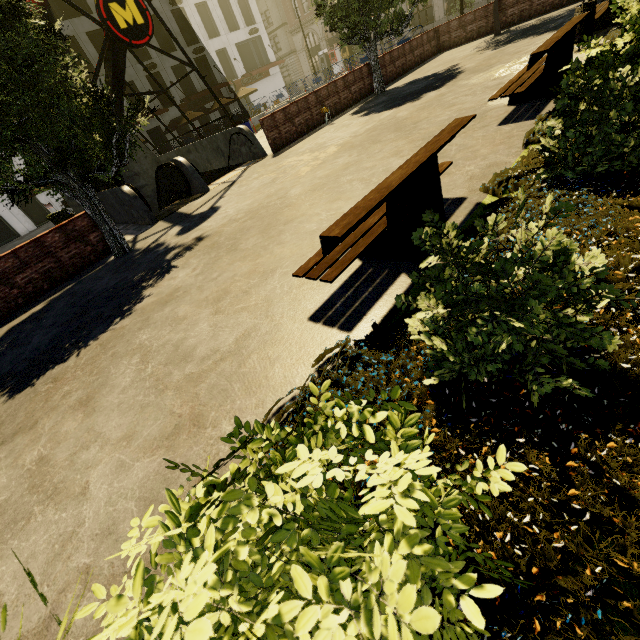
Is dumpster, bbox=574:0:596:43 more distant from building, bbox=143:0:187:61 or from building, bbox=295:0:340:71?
building, bbox=143:0:187:61

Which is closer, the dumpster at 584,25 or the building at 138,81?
the dumpster at 584,25

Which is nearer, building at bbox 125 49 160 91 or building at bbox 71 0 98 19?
building at bbox 71 0 98 19

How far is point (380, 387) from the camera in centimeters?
230cm

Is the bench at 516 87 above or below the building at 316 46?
below

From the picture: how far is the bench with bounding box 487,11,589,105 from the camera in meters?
5.4

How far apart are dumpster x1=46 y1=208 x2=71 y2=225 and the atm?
41.1 meters

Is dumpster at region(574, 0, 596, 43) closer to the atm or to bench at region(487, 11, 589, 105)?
bench at region(487, 11, 589, 105)
